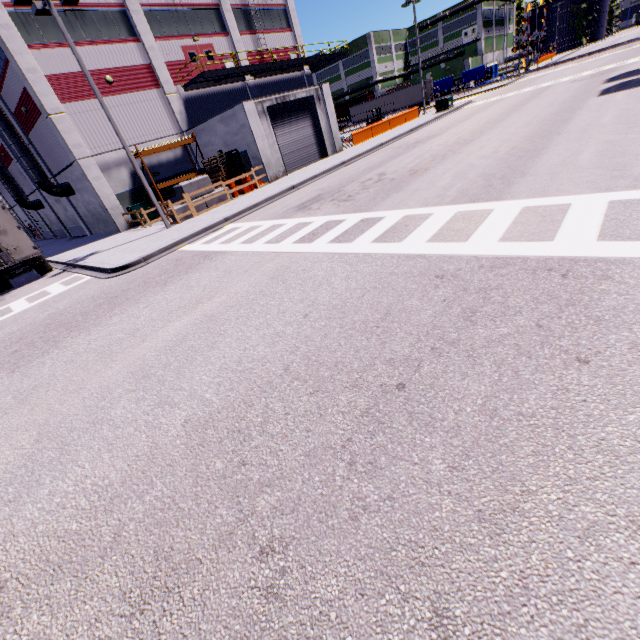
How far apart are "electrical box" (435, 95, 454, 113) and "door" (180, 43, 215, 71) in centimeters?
2081cm

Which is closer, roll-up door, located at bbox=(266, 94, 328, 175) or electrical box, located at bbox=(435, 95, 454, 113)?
roll-up door, located at bbox=(266, 94, 328, 175)

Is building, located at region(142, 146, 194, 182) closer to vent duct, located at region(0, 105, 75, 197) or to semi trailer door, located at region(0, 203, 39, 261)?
vent duct, located at region(0, 105, 75, 197)

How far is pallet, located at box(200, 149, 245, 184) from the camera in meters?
21.7 m

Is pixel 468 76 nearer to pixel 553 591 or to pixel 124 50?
pixel 124 50

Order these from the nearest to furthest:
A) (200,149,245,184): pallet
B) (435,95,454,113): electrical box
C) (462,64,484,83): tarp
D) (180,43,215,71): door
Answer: (200,149,245,184): pallet
(180,43,215,71): door
(435,95,454,113): electrical box
(462,64,484,83): tarp

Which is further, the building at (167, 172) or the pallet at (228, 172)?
the building at (167, 172)

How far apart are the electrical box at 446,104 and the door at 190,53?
20.8m
